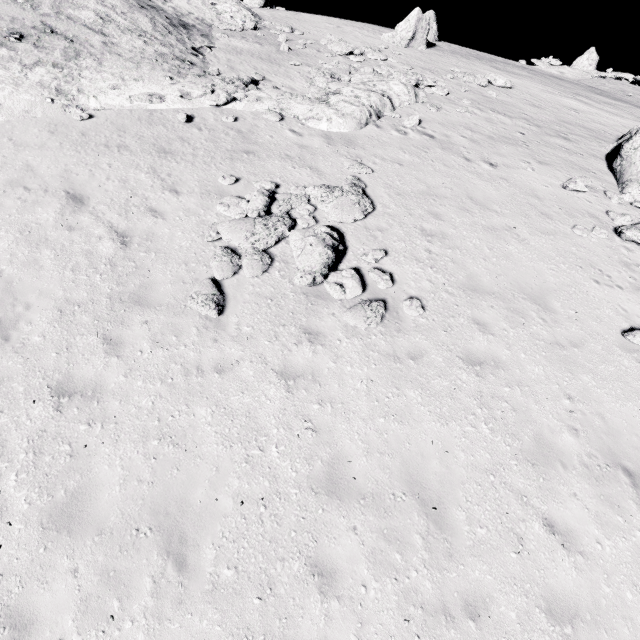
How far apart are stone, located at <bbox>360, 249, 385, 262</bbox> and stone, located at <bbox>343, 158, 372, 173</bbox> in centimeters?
411cm

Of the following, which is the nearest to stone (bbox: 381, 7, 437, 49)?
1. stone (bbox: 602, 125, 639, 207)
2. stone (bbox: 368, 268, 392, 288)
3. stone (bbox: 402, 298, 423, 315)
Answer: stone (bbox: 602, 125, 639, 207)

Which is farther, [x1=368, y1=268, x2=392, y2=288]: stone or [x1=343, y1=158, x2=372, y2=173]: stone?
[x1=343, y1=158, x2=372, y2=173]: stone

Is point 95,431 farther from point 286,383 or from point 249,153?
point 249,153

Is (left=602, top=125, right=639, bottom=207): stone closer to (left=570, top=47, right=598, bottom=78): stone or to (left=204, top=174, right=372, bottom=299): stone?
(left=204, top=174, right=372, bottom=299): stone

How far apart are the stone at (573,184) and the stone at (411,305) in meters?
9.0

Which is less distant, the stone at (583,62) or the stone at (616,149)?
the stone at (616,149)

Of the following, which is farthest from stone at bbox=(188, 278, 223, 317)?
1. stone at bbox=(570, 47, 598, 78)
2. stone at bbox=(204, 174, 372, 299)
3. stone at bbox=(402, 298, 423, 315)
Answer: stone at bbox=(570, 47, 598, 78)
